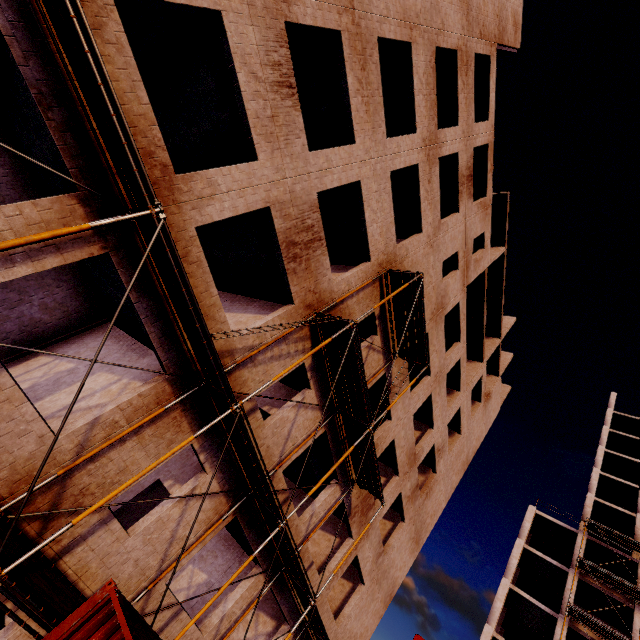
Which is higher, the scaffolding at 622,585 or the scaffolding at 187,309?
the scaffolding at 622,585

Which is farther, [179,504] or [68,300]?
[68,300]

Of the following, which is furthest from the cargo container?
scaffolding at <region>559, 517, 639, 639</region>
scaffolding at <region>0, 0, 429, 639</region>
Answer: scaffolding at <region>559, 517, 639, 639</region>

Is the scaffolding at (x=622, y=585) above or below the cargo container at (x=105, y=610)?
above

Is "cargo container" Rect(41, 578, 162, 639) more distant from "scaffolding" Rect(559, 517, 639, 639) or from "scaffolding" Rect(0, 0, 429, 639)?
"scaffolding" Rect(559, 517, 639, 639)

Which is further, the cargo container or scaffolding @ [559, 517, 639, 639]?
scaffolding @ [559, 517, 639, 639]

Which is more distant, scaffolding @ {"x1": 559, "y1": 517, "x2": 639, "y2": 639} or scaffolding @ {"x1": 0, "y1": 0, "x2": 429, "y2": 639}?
scaffolding @ {"x1": 559, "y1": 517, "x2": 639, "y2": 639}
